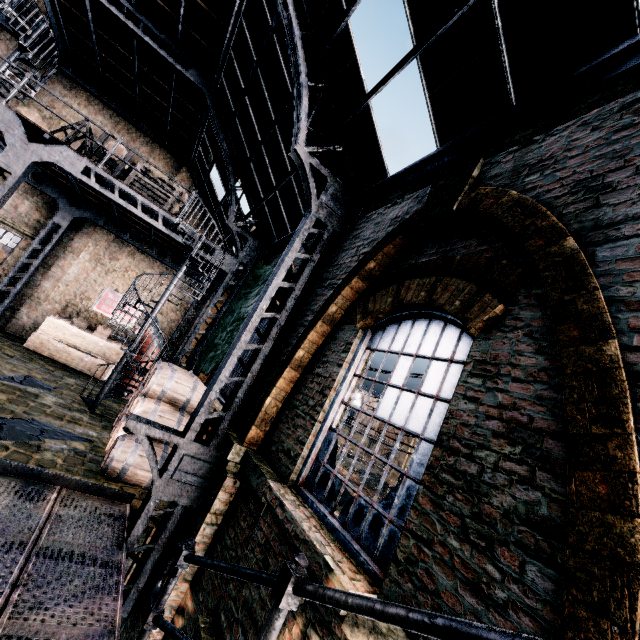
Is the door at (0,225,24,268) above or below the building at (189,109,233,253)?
below

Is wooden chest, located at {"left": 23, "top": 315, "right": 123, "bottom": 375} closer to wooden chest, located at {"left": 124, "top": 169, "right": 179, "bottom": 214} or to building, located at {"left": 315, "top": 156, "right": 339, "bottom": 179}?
building, located at {"left": 315, "top": 156, "right": 339, "bottom": 179}

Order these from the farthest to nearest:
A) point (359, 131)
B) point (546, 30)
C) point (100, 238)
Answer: point (100, 238)
point (359, 131)
point (546, 30)

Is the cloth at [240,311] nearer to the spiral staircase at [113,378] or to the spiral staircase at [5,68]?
the spiral staircase at [113,378]

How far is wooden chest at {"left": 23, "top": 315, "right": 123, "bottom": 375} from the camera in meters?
13.1 m

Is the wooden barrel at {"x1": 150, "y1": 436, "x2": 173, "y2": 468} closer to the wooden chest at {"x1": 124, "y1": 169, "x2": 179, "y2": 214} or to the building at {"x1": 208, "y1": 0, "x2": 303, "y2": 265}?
the building at {"x1": 208, "y1": 0, "x2": 303, "y2": 265}

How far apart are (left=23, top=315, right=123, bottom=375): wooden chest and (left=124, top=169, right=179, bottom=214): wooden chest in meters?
6.9 m

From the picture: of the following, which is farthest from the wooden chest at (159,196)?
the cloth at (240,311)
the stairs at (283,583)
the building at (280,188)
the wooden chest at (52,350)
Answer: the stairs at (283,583)
